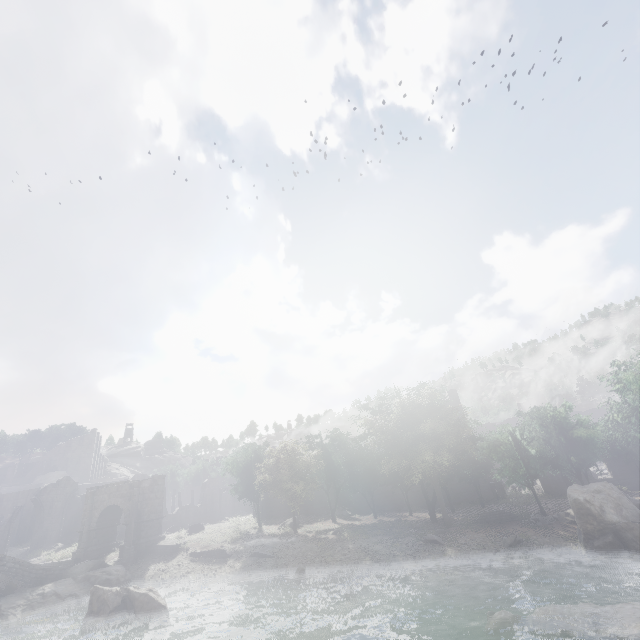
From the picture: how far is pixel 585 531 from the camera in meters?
20.8 m

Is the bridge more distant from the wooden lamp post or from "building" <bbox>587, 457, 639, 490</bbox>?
"building" <bbox>587, 457, 639, 490</bbox>

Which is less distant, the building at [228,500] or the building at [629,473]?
the building at [629,473]

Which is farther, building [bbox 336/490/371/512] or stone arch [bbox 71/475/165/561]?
building [bbox 336/490/371/512]

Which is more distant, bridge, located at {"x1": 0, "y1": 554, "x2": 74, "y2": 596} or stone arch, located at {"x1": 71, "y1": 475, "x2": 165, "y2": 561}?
stone arch, located at {"x1": 71, "y1": 475, "x2": 165, "y2": 561}

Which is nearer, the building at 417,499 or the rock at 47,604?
the rock at 47,604

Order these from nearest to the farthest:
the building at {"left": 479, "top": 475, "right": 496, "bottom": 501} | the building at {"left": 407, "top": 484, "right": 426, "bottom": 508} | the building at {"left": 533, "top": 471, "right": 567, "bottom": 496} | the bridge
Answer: the bridge
the building at {"left": 533, "top": 471, "right": 567, "bottom": 496}
the building at {"left": 479, "top": 475, "right": 496, "bottom": 501}
the building at {"left": 407, "top": 484, "right": 426, "bottom": 508}
